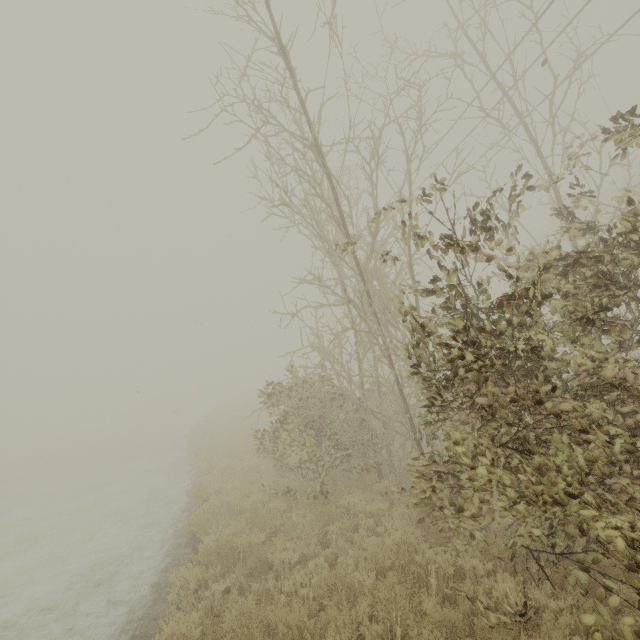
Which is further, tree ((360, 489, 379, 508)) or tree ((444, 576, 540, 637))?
tree ((360, 489, 379, 508))

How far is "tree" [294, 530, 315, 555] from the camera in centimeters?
621cm

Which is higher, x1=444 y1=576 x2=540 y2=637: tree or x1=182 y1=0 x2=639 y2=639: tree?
x1=182 y1=0 x2=639 y2=639: tree

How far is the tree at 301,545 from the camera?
6.2m

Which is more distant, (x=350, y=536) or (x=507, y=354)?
(x=350, y=536)

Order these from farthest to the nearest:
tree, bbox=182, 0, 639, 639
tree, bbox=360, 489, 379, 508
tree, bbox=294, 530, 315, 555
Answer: tree, bbox=360, 489, 379, 508, tree, bbox=294, 530, 315, 555, tree, bbox=182, 0, 639, 639
